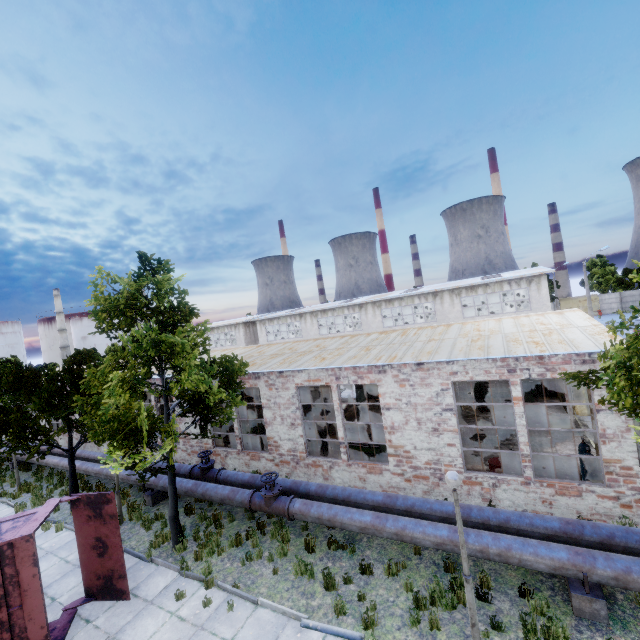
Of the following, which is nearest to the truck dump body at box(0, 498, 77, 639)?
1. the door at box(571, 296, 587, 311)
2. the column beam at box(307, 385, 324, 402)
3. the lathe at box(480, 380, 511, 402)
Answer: the column beam at box(307, 385, 324, 402)

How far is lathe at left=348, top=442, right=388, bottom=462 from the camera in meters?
13.3 m

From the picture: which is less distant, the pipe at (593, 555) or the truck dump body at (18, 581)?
the pipe at (593, 555)

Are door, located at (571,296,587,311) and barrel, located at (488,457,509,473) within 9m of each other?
no

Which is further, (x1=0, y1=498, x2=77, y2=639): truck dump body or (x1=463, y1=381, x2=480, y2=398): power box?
(x1=463, y1=381, x2=480, y2=398): power box

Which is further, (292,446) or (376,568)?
(292,446)

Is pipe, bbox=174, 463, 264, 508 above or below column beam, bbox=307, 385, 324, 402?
below

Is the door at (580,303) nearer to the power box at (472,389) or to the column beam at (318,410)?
the power box at (472,389)
